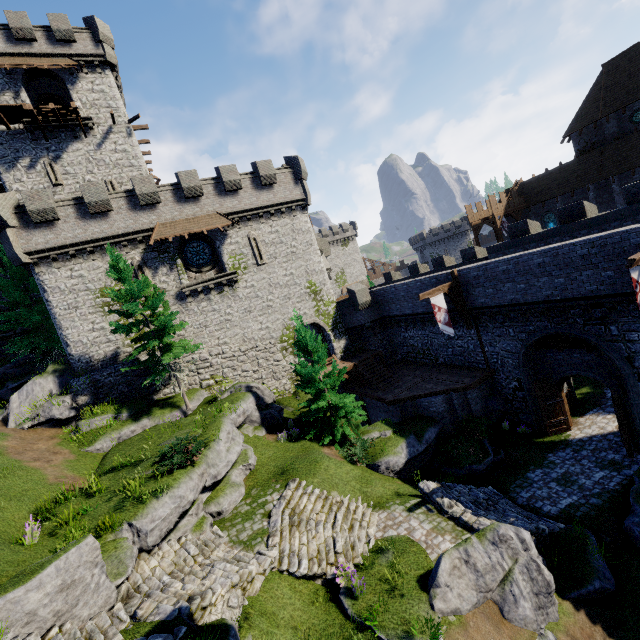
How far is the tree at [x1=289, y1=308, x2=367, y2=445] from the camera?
18.17m

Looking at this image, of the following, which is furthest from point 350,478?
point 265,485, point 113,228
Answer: point 113,228

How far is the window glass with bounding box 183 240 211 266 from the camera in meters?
24.4 m

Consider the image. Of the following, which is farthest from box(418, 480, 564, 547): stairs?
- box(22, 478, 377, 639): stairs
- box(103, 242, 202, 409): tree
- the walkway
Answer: the walkway

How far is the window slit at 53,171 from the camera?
24.6 meters

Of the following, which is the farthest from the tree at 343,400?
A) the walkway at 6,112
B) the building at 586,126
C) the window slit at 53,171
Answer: the building at 586,126

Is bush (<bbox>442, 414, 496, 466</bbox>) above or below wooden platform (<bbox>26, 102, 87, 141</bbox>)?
below

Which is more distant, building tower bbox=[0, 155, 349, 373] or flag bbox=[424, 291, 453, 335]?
building tower bbox=[0, 155, 349, 373]
